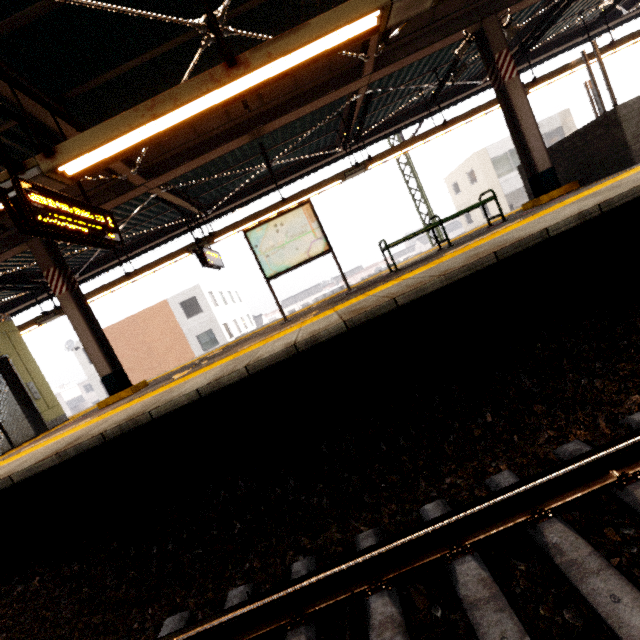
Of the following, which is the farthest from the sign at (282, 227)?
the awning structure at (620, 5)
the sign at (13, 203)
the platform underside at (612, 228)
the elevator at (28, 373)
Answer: the elevator at (28, 373)

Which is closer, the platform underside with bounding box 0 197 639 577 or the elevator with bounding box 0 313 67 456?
the platform underside with bounding box 0 197 639 577

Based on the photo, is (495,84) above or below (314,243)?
above

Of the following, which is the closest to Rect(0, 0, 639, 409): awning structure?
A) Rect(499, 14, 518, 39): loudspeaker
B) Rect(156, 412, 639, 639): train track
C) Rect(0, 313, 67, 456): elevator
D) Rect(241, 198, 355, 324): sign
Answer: Rect(499, 14, 518, 39): loudspeaker

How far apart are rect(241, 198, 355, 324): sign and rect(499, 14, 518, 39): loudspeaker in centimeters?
493cm

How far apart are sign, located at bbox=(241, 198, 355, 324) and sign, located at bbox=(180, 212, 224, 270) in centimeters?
228cm

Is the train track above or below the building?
below

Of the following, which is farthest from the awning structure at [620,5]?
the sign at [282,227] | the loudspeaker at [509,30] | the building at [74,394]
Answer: the building at [74,394]
